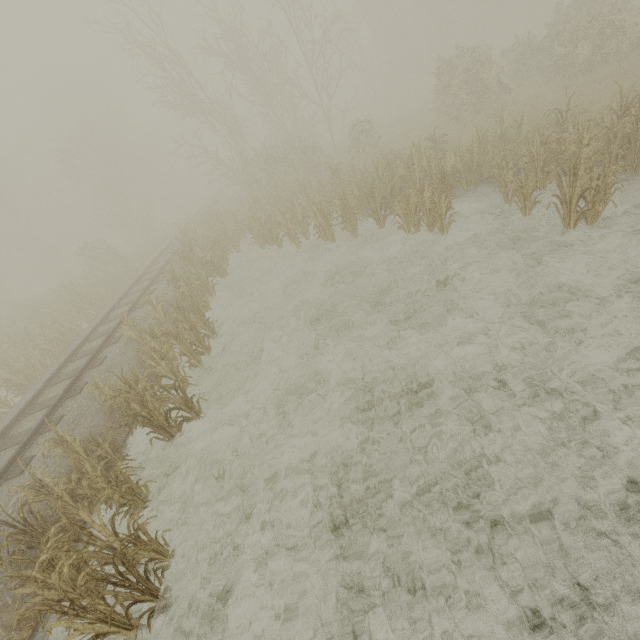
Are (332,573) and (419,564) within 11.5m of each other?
yes
